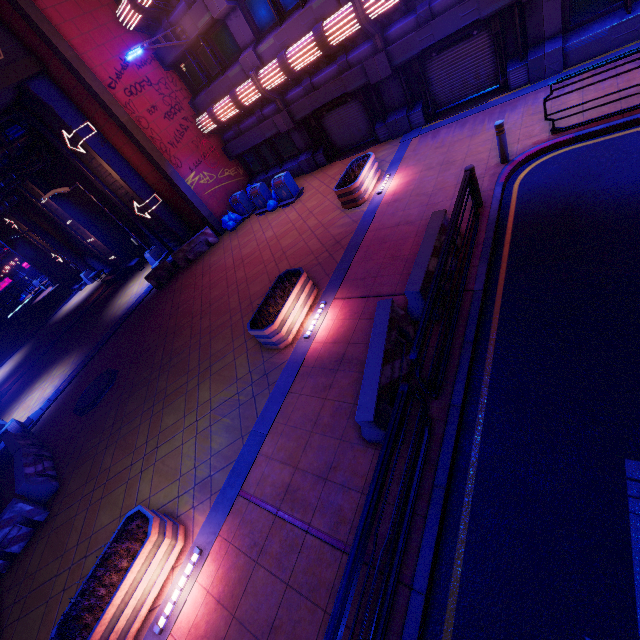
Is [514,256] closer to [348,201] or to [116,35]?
[348,201]

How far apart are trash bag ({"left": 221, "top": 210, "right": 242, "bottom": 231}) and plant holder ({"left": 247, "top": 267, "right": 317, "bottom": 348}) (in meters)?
8.97

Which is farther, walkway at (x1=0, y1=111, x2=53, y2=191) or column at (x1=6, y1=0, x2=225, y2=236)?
walkway at (x1=0, y1=111, x2=53, y2=191)

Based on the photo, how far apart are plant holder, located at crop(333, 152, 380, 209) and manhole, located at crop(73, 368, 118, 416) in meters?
10.9 m

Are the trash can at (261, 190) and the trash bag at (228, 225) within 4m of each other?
yes

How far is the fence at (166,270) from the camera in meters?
16.9

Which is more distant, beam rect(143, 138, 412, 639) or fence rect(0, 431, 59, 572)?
fence rect(0, 431, 59, 572)

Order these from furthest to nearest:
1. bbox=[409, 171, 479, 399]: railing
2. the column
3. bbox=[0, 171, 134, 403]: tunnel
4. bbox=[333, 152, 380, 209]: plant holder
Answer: bbox=[0, 171, 134, 403]: tunnel
the column
bbox=[333, 152, 380, 209]: plant holder
bbox=[409, 171, 479, 399]: railing
